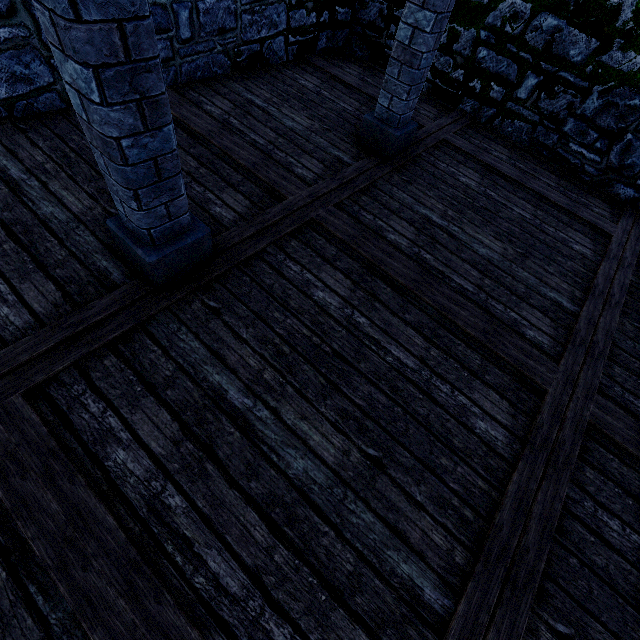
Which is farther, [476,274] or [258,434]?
[476,274]

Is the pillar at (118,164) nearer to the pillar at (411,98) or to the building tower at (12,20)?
the pillar at (411,98)

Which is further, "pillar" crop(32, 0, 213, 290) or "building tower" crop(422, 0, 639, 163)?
"building tower" crop(422, 0, 639, 163)

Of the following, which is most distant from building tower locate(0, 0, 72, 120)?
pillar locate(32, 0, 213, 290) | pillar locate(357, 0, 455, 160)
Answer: pillar locate(32, 0, 213, 290)

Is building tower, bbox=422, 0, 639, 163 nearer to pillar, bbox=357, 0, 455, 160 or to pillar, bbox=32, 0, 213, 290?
pillar, bbox=357, 0, 455, 160
